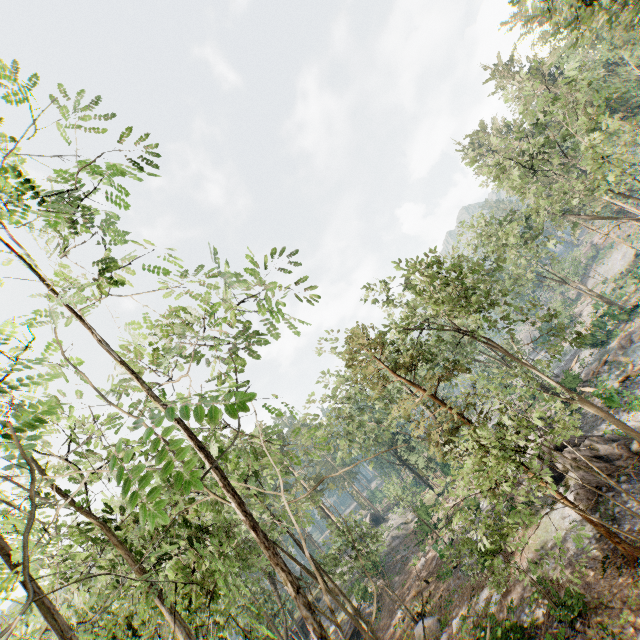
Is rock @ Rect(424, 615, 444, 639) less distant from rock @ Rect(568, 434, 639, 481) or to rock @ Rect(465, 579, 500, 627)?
rock @ Rect(465, 579, 500, 627)

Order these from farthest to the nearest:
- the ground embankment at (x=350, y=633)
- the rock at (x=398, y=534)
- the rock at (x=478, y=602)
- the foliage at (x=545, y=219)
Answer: the rock at (x=398, y=534) < the ground embankment at (x=350, y=633) < the rock at (x=478, y=602) < the foliage at (x=545, y=219)

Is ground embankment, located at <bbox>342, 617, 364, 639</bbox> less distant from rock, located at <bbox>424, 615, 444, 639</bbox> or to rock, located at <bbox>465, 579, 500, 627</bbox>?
rock, located at <bbox>424, 615, 444, 639</bbox>

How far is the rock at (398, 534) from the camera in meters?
40.9 m

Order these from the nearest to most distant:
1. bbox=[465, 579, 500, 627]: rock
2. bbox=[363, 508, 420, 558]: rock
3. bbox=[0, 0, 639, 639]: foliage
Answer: bbox=[0, 0, 639, 639]: foliage → bbox=[465, 579, 500, 627]: rock → bbox=[363, 508, 420, 558]: rock

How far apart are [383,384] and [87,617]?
30.6 meters

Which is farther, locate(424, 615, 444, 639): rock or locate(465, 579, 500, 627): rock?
locate(424, 615, 444, 639): rock

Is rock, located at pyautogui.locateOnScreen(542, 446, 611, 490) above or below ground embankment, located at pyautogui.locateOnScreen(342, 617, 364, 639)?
below
